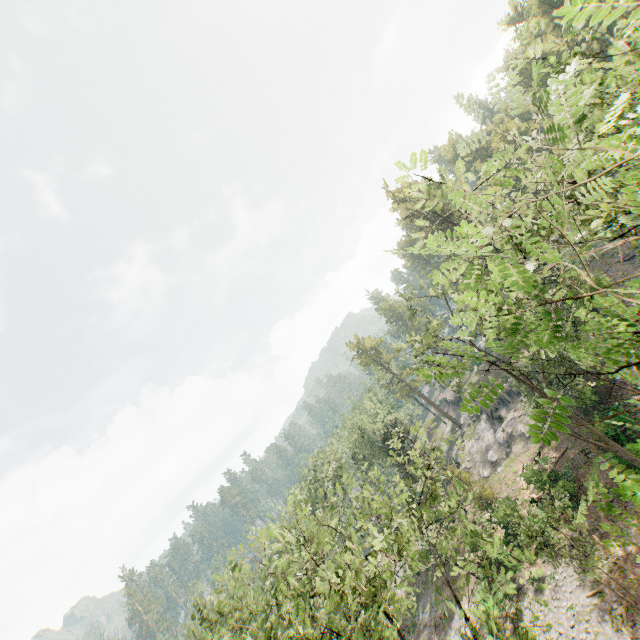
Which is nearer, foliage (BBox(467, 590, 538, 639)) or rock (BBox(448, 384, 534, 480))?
foliage (BBox(467, 590, 538, 639))

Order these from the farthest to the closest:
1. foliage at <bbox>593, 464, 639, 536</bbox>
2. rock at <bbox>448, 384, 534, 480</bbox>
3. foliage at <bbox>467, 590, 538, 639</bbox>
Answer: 1. rock at <bbox>448, 384, 534, 480</bbox>
2. foliage at <bbox>467, 590, 538, 639</bbox>
3. foliage at <bbox>593, 464, 639, 536</bbox>

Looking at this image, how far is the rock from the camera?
40.7m

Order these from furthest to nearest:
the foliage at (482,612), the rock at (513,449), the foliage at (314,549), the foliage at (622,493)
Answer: the rock at (513,449)
the foliage at (314,549)
the foliage at (482,612)
the foliage at (622,493)

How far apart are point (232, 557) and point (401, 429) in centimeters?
1082cm

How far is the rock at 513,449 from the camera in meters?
40.7

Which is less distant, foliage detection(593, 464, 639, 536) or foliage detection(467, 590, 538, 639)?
foliage detection(593, 464, 639, 536)
